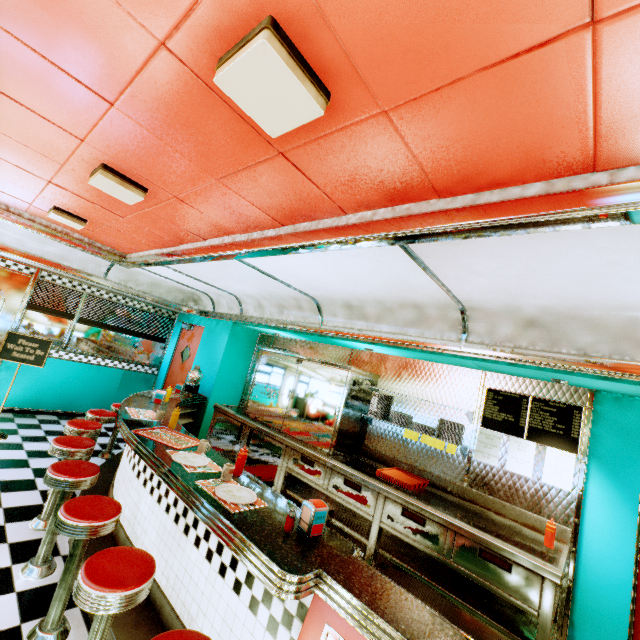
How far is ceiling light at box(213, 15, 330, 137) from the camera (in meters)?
1.12

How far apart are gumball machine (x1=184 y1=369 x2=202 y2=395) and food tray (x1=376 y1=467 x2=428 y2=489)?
3.7 meters

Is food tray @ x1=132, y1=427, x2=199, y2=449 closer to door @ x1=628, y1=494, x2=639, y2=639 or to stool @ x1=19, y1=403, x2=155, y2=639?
stool @ x1=19, y1=403, x2=155, y2=639

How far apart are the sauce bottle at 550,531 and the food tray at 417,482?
1.20m

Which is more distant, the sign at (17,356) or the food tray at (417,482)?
the sign at (17,356)

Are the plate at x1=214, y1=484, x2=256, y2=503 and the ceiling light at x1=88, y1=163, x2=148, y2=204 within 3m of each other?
yes

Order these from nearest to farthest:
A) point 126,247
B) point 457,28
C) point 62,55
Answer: point 457,28 < point 62,55 < point 126,247

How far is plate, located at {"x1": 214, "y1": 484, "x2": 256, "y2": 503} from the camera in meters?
2.1 m
